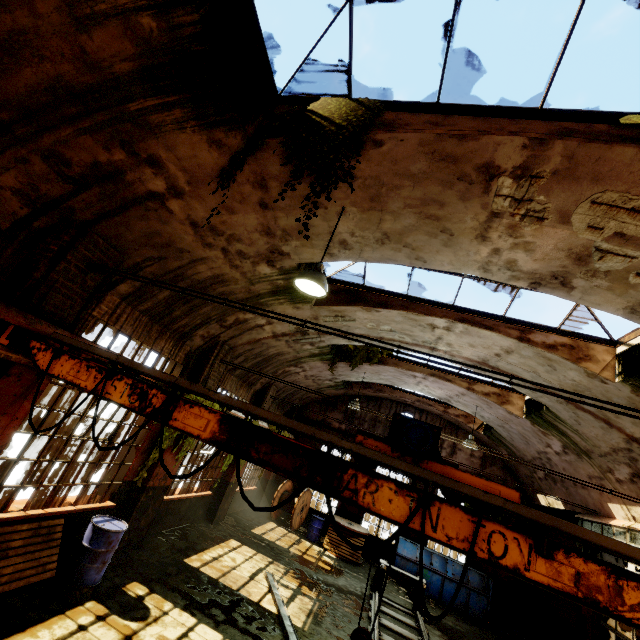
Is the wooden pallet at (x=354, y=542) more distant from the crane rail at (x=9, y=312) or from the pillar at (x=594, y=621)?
the pillar at (x=594, y=621)

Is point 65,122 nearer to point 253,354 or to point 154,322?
point 154,322

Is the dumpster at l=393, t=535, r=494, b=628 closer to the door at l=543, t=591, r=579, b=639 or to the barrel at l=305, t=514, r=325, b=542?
the door at l=543, t=591, r=579, b=639

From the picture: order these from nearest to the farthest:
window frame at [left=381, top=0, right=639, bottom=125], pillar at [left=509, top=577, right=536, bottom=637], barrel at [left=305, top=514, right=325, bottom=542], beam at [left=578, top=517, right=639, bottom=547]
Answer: window frame at [left=381, top=0, right=639, bottom=125] < beam at [left=578, top=517, right=639, bottom=547] < pillar at [left=509, top=577, right=536, bottom=637] < barrel at [left=305, top=514, right=325, bottom=542]

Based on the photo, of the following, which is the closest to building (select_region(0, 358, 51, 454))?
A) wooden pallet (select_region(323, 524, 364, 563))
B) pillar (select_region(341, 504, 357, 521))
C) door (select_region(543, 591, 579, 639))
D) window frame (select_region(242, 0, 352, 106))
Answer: window frame (select_region(242, 0, 352, 106))

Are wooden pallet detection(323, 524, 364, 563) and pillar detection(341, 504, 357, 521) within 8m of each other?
yes

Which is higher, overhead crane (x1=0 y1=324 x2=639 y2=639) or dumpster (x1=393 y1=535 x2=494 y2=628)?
overhead crane (x1=0 y1=324 x2=639 y2=639)

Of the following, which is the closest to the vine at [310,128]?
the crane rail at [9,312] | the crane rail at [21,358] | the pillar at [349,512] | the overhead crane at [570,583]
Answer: the overhead crane at [570,583]
